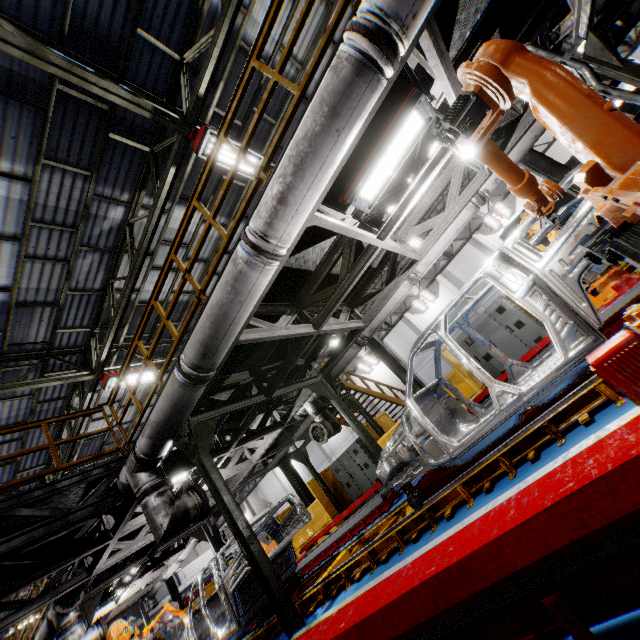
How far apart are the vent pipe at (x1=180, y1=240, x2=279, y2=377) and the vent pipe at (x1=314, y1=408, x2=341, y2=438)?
3.14m

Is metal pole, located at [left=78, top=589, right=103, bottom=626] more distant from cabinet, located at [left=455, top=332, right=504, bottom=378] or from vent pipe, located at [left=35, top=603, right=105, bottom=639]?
cabinet, located at [left=455, top=332, right=504, bottom=378]

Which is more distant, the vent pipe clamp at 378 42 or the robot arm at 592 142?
the vent pipe clamp at 378 42

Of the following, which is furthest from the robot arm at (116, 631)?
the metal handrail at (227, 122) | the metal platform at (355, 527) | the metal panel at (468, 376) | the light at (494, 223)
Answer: the light at (494, 223)

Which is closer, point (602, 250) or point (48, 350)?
point (602, 250)

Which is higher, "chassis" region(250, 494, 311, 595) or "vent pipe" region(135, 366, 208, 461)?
"vent pipe" region(135, 366, 208, 461)

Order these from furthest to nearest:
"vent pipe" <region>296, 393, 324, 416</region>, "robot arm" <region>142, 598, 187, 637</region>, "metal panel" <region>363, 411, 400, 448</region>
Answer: "robot arm" <region>142, 598, 187, 637</region>, "metal panel" <region>363, 411, 400, 448</region>, "vent pipe" <region>296, 393, 324, 416</region>

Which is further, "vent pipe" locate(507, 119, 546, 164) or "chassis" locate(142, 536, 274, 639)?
"chassis" locate(142, 536, 274, 639)
